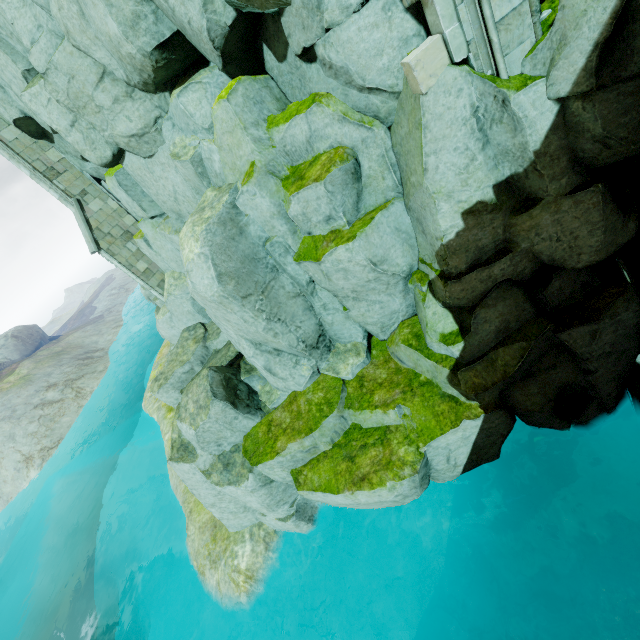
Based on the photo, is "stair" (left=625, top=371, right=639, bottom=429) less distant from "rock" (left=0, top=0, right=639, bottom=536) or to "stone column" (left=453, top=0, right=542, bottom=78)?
"rock" (left=0, top=0, right=639, bottom=536)

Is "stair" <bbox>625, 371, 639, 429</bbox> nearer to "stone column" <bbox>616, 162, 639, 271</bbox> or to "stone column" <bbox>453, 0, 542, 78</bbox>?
"stone column" <bbox>616, 162, 639, 271</bbox>

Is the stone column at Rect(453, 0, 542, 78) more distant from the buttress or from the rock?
the buttress

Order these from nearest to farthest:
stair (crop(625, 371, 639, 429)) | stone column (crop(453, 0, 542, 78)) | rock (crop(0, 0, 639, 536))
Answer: stone column (crop(453, 0, 542, 78)) → rock (crop(0, 0, 639, 536)) → stair (crop(625, 371, 639, 429))

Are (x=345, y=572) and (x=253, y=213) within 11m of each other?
yes

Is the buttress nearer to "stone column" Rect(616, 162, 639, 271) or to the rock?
the rock

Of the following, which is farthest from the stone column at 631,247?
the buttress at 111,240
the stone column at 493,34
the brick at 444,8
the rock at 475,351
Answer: the buttress at 111,240

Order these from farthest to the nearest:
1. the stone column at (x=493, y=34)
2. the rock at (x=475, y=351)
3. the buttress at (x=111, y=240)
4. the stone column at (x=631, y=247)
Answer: the buttress at (x=111, y=240) → the stone column at (x=631, y=247) → the rock at (x=475, y=351) → the stone column at (x=493, y=34)
